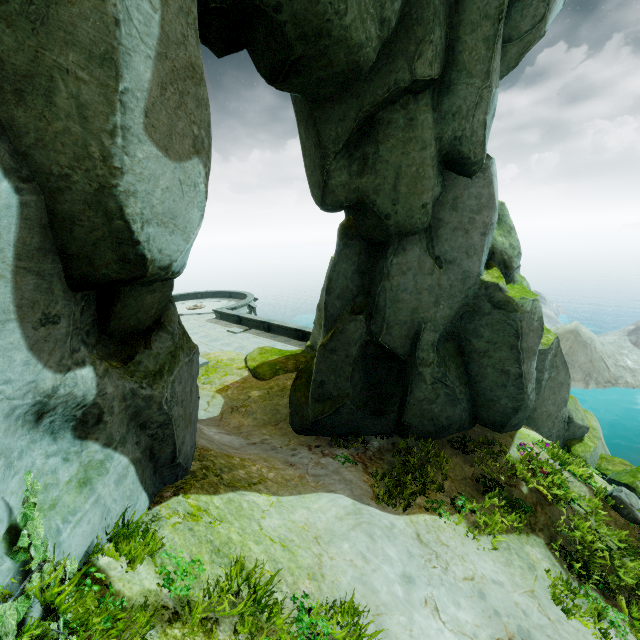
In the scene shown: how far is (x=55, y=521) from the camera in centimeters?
302cm
